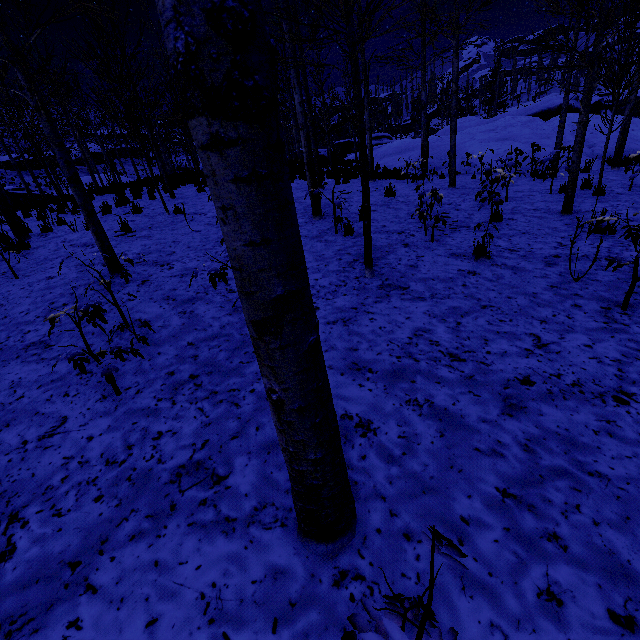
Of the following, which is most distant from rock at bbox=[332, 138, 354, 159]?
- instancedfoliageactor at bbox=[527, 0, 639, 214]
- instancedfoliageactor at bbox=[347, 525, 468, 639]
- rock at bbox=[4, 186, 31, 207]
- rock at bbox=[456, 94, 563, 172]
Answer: instancedfoliageactor at bbox=[527, 0, 639, 214]

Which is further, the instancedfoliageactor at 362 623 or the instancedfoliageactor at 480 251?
the instancedfoliageactor at 480 251

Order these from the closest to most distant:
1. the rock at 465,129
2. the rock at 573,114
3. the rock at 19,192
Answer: the rock at 465,129, the rock at 573,114, the rock at 19,192

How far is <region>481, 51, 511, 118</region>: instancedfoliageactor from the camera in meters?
40.4 m

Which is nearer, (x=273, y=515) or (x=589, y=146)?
(x=273, y=515)

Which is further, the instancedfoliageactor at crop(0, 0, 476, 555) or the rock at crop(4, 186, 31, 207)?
the rock at crop(4, 186, 31, 207)

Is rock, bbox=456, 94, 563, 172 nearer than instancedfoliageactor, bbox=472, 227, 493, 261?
No

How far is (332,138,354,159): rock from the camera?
30.0m
